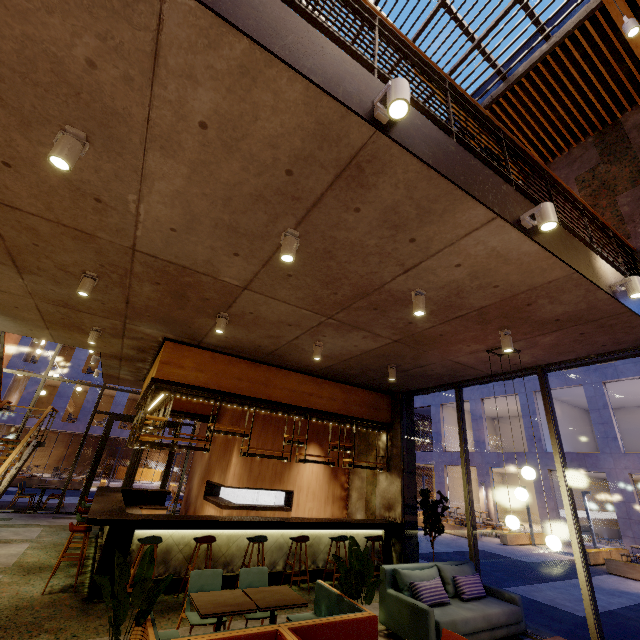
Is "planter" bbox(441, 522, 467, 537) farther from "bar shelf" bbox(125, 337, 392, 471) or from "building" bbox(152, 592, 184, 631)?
"bar shelf" bbox(125, 337, 392, 471)

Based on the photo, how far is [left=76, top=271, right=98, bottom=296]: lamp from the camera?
4.61m

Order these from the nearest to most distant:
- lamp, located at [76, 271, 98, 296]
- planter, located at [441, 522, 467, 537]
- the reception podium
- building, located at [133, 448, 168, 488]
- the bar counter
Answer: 1. lamp, located at [76, 271, 98, 296]
2. the bar counter
3. planter, located at [441, 522, 467, 537]
4. building, located at [133, 448, 168, 488]
5. the reception podium

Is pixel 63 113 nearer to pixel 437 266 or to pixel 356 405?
pixel 437 266

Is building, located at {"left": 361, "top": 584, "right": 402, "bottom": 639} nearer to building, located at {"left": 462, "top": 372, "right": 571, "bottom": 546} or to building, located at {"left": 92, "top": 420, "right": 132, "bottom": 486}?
building, located at {"left": 462, "top": 372, "right": 571, "bottom": 546}

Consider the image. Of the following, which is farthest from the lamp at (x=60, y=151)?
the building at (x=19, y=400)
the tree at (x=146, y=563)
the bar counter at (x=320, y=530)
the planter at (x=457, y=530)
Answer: the building at (x=19, y=400)

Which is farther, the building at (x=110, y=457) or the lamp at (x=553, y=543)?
the building at (x=110, y=457)

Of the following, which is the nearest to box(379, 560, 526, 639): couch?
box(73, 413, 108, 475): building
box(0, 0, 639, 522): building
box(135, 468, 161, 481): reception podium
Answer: box(0, 0, 639, 522): building
